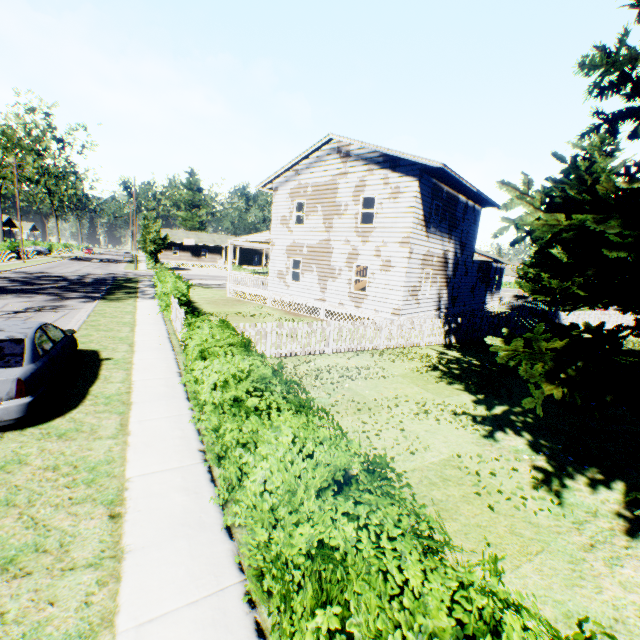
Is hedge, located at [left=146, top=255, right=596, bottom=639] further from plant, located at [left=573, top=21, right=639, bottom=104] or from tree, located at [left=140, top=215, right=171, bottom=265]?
tree, located at [left=140, top=215, right=171, bottom=265]

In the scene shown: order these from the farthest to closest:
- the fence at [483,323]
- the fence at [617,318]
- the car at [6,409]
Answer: the fence at [617,318] < the fence at [483,323] < the car at [6,409]

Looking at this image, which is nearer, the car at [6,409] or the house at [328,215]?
the car at [6,409]

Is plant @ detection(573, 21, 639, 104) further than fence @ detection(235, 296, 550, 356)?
No

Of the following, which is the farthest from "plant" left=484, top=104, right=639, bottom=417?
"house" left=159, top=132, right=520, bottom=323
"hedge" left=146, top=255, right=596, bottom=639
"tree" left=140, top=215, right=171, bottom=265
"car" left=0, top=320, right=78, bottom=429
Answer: "tree" left=140, top=215, right=171, bottom=265

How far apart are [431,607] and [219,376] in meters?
3.8 m

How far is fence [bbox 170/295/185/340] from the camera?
11.47m

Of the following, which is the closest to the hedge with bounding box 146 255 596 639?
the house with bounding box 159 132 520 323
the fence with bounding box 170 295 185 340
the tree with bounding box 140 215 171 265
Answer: the fence with bounding box 170 295 185 340
